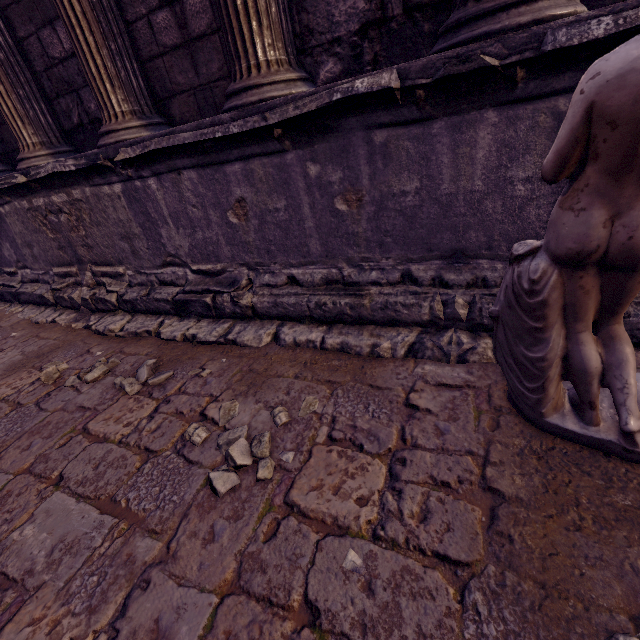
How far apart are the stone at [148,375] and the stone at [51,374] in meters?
0.7 m

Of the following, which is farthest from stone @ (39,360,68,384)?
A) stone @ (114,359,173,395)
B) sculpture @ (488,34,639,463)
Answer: sculpture @ (488,34,639,463)

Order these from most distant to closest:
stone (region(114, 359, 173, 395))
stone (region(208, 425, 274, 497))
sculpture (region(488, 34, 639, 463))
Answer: stone (region(114, 359, 173, 395))
stone (region(208, 425, 274, 497))
sculpture (region(488, 34, 639, 463))

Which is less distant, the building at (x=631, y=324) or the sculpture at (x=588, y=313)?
the sculpture at (x=588, y=313)

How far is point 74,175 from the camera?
3.01m

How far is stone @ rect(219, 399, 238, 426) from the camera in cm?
181

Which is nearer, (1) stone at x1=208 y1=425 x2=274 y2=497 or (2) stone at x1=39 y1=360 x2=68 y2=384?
(1) stone at x1=208 y1=425 x2=274 y2=497
